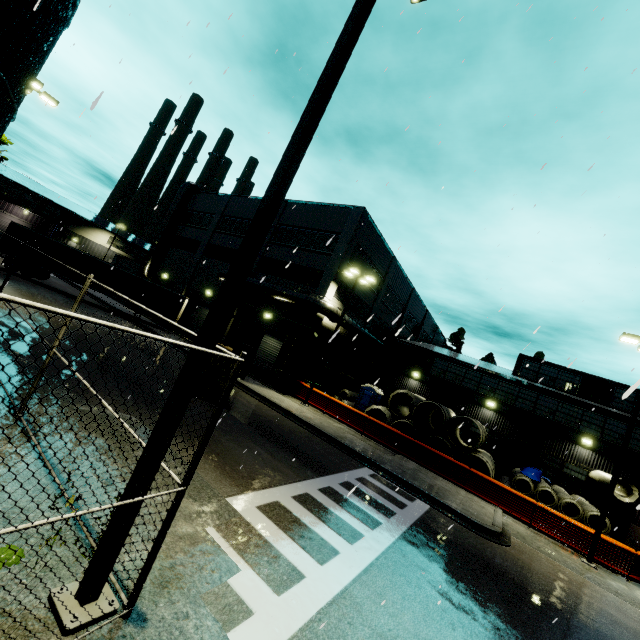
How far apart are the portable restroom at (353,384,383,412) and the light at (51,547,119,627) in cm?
2274

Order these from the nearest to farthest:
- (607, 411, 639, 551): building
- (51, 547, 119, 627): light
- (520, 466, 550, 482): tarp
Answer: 1. (51, 547, 119, 627): light
2. (520, 466, 550, 482): tarp
3. (607, 411, 639, 551): building

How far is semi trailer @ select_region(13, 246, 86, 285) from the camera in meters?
24.6 m

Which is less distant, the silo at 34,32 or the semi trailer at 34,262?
the silo at 34,32

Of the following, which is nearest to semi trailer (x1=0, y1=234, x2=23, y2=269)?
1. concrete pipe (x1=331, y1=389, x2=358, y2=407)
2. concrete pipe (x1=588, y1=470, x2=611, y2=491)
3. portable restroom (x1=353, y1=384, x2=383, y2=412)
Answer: concrete pipe (x1=331, y1=389, x2=358, y2=407)

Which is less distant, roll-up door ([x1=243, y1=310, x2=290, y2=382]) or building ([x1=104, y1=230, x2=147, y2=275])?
roll-up door ([x1=243, y1=310, x2=290, y2=382])

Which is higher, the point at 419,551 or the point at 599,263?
the point at 599,263

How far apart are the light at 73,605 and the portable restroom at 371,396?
22.7m
